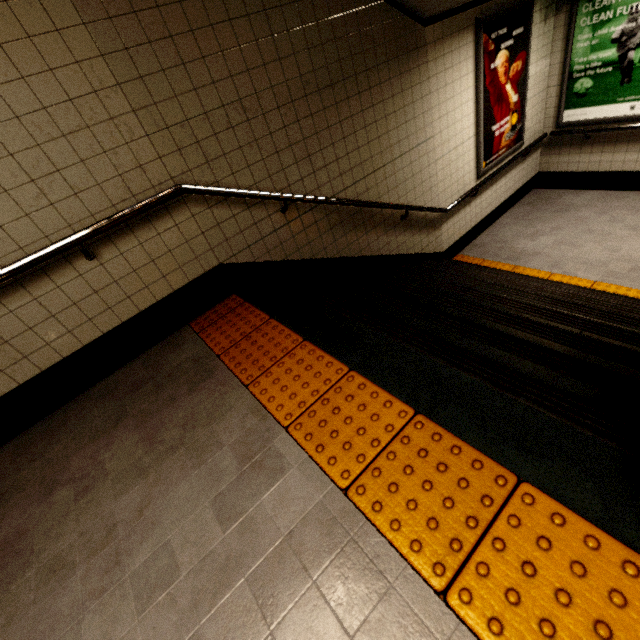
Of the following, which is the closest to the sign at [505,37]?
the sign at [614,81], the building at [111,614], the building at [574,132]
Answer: the building at [574,132]

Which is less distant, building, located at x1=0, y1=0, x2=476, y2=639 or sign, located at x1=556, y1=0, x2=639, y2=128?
building, located at x1=0, y1=0, x2=476, y2=639

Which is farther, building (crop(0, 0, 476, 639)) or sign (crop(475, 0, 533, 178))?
sign (crop(475, 0, 533, 178))

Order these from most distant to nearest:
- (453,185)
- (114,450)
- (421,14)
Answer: (453,185), (421,14), (114,450)

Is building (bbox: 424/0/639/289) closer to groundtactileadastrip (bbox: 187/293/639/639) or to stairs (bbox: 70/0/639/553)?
stairs (bbox: 70/0/639/553)

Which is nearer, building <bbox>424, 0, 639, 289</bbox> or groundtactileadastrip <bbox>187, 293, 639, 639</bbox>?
groundtactileadastrip <bbox>187, 293, 639, 639</bbox>

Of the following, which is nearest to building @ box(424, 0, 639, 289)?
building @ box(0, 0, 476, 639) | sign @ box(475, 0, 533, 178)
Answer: sign @ box(475, 0, 533, 178)

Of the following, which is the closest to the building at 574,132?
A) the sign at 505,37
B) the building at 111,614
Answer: the sign at 505,37
